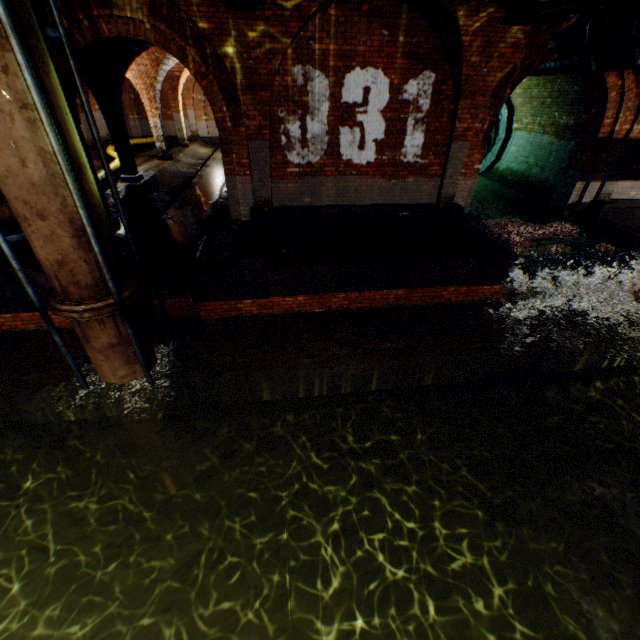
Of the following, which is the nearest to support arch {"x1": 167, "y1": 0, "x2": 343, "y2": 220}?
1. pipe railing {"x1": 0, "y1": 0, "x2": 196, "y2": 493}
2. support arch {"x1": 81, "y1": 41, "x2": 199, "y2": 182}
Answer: pipe railing {"x1": 0, "y1": 0, "x2": 196, "y2": 493}

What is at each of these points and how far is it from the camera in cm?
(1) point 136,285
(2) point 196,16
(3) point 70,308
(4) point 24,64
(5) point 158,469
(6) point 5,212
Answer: (1) pipe end, 525
(2) support arch, 553
(3) pipe end, 469
(4) pipe railing, 318
(5) pipe end, 715
(6) large conduit, 818

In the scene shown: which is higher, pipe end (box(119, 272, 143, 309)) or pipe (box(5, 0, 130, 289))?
pipe (box(5, 0, 130, 289))

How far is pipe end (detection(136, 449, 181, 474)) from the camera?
7.17m

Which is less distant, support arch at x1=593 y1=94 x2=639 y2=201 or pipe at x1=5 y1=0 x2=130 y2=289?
pipe at x1=5 y1=0 x2=130 y2=289

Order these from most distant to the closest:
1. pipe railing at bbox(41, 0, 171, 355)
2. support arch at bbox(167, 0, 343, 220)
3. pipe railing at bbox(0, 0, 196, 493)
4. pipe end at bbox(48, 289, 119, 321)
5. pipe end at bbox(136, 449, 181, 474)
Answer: pipe end at bbox(136, 449, 181, 474)
support arch at bbox(167, 0, 343, 220)
pipe end at bbox(48, 289, 119, 321)
pipe railing at bbox(41, 0, 171, 355)
pipe railing at bbox(0, 0, 196, 493)

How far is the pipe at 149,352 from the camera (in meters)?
5.50

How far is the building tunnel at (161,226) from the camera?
9.5m
